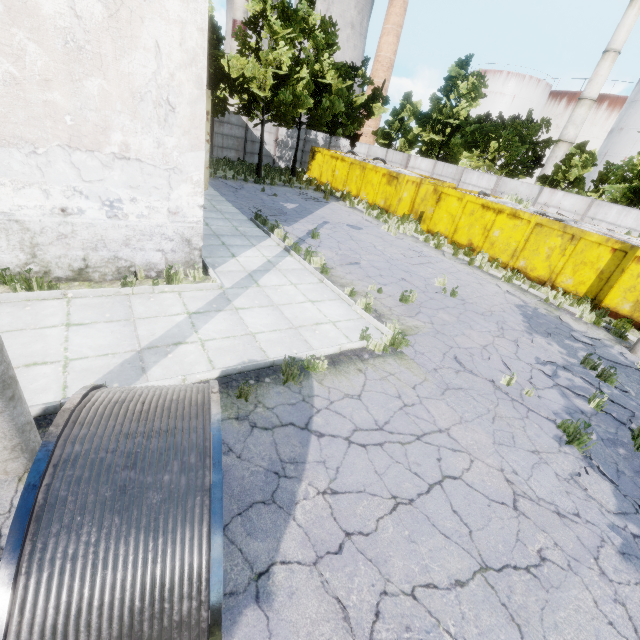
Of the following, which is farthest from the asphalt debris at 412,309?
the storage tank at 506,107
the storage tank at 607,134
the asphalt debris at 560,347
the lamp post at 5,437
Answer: the storage tank at 506,107

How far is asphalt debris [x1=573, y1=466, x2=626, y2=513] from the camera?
4.64m

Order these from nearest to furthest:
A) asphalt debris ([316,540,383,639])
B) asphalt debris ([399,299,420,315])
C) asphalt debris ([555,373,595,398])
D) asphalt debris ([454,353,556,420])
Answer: asphalt debris ([316,540,383,639]) < asphalt debris ([454,353,556,420]) < asphalt debris ([555,373,595,398]) < asphalt debris ([399,299,420,315])

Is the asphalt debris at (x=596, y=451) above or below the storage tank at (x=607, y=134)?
below

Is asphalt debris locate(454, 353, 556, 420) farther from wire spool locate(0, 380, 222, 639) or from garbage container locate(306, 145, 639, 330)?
wire spool locate(0, 380, 222, 639)

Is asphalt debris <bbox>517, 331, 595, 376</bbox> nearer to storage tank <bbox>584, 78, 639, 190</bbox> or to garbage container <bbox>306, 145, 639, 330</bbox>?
garbage container <bbox>306, 145, 639, 330</bbox>

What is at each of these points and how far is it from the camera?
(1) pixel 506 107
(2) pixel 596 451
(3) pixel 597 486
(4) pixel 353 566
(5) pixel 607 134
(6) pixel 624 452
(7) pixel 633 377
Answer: (1) storage tank, 49.7m
(2) asphalt debris, 5.6m
(3) asphalt debris, 4.9m
(4) asphalt debris, 3.3m
(5) storage tank, 41.8m
(6) asphalt debris, 5.7m
(7) asphalt debris, 8.3m

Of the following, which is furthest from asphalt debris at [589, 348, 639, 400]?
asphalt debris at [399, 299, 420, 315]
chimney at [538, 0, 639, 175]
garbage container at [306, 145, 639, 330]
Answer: chimney at [538, 0, 639, 175]
